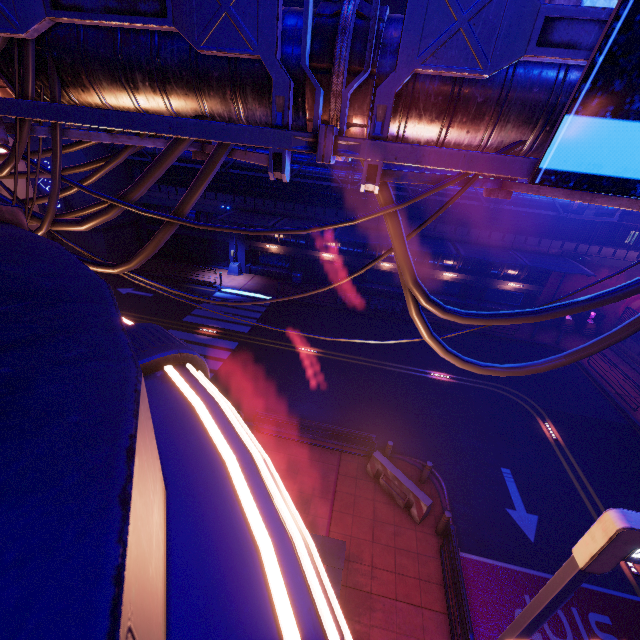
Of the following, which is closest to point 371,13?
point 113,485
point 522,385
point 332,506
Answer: point 113,485

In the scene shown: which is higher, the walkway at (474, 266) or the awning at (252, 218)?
the awning at (252, 218)

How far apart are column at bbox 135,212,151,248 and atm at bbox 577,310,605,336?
37.6m

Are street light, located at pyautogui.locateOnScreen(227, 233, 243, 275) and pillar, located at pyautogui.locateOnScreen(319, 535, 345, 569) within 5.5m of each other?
no

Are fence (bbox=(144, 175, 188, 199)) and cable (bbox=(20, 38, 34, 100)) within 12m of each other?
no

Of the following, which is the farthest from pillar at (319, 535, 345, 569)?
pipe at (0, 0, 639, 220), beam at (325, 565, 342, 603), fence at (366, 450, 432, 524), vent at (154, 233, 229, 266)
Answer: vent at (154, 233, 229, 266)

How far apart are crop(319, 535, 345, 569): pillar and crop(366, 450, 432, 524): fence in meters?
2.4

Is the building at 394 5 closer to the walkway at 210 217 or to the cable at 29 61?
the walkway at 210 217
